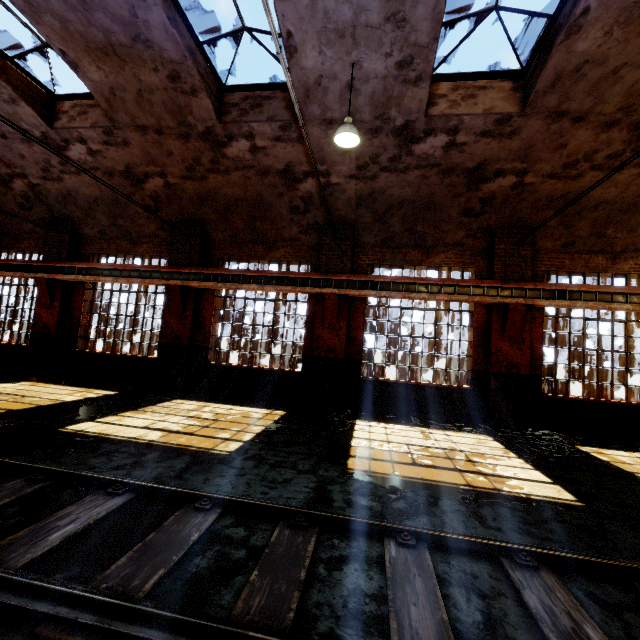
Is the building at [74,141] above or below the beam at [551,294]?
above

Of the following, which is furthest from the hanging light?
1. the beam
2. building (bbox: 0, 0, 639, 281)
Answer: the beam

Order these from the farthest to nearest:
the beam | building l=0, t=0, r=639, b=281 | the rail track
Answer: the beam → building l=0, t=0, r=639, b=281 → the rail track

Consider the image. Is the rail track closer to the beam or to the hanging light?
the hanging light

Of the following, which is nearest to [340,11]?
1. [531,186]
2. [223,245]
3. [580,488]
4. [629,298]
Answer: [531,186]

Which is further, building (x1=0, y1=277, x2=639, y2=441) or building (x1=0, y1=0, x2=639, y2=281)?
building (x1=0, y1=277, x2=639, y2=441)

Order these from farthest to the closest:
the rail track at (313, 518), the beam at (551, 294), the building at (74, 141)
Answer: the beam at (551, 294), the building at (74, 141), the rail track at (313, 518)

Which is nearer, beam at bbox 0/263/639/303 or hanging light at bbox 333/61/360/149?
hanging light at bbox 333/61/360/149
